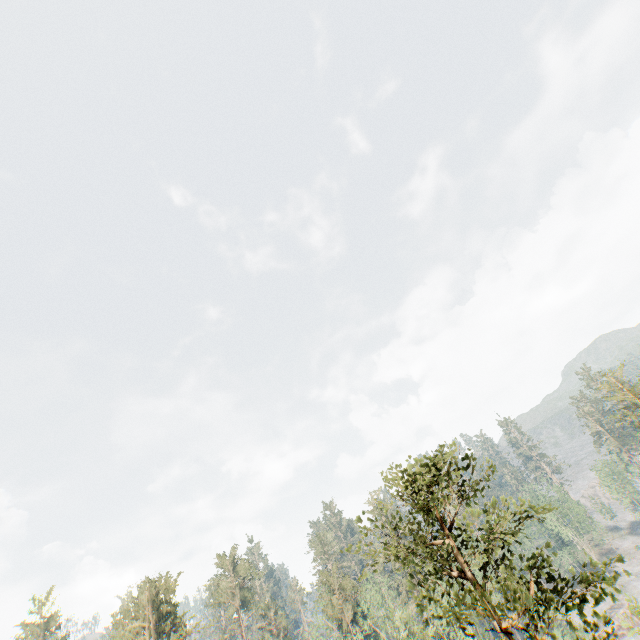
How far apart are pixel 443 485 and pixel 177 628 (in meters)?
40.89

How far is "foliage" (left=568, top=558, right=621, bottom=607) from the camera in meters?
10.6

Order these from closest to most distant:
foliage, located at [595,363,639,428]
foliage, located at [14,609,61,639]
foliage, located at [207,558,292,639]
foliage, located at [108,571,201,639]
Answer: foliage, located at [108,571,201,639] → foliage, located at [595,363,639,428] → foliage, located at [207,558,292,639] → foliage, located at [14,609,61,639]

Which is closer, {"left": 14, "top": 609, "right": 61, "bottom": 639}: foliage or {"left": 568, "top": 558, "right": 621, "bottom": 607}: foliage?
{"left": 568, "top": 558, "right": 621, "bottom": 607}: foliage

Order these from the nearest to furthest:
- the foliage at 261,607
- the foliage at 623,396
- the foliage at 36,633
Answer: the foliage at 623,396
the foliage at 261,607
the foliage at 36,633

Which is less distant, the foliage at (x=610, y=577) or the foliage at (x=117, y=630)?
the foliage at (x=610, y=577)
